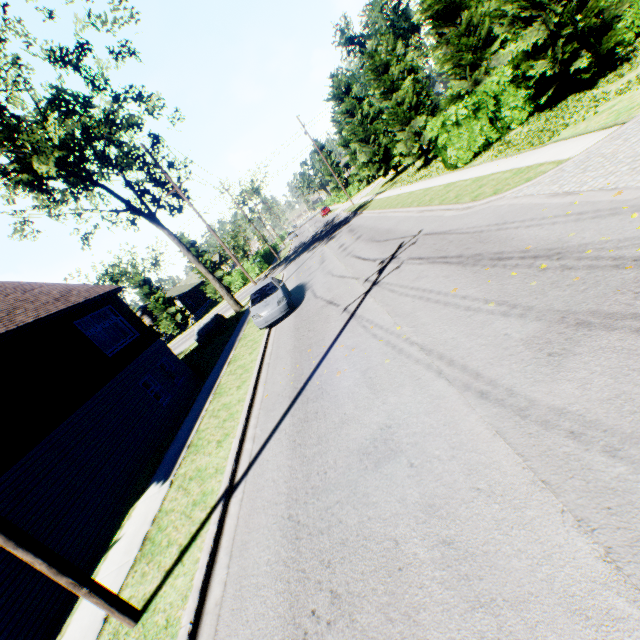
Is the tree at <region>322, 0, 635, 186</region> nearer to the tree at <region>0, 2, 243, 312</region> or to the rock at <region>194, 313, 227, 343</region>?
the tree at <region>0, 2, 243, 312</region>

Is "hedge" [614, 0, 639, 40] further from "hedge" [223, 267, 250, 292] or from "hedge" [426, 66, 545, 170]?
"hedge" [223, 267, 250, 292]

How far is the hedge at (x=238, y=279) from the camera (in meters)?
43.25

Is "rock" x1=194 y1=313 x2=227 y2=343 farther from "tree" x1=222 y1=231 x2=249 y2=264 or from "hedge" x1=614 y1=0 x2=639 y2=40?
"hedge" x1=614 y1=0 x2=639 y2=40

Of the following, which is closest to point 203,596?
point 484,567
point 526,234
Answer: point 484,567

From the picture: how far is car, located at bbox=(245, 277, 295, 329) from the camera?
14.1m

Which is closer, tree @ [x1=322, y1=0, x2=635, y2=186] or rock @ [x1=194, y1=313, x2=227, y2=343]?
tree @ [x1=322, y1=0, x2=635, y2=186]

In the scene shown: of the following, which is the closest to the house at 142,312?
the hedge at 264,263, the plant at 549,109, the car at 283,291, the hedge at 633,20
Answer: the hedge at 264,263
